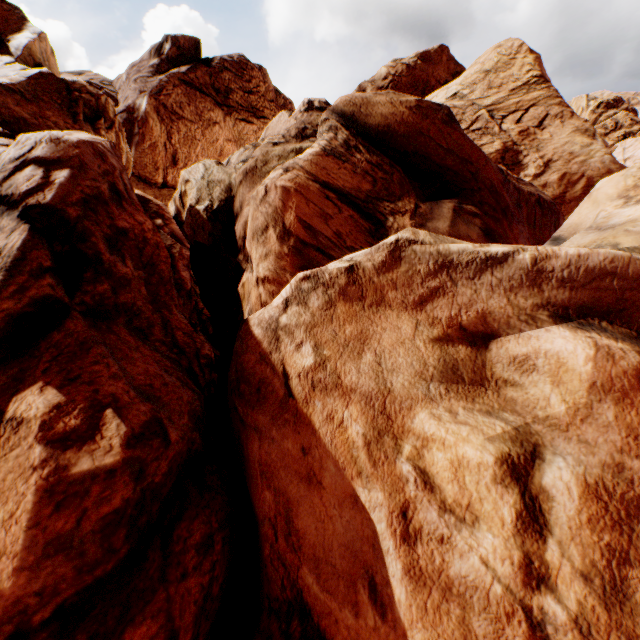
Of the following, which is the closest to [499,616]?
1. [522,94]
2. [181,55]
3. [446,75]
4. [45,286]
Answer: [45,286]
